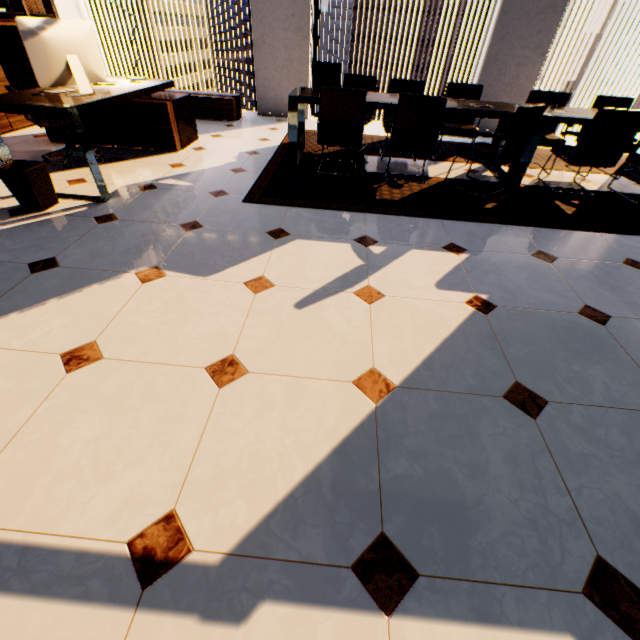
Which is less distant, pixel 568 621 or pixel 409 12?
pixel 568 621

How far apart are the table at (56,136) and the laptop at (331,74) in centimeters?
177cm

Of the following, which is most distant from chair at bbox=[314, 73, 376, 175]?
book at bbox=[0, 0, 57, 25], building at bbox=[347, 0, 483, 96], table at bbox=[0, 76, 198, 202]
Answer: building at bbox=[347, 0, 483, 96]

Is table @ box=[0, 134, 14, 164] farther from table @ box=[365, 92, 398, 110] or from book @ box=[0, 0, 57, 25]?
table @ box=[365, 92, 398, 110]

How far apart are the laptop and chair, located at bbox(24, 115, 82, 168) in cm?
266

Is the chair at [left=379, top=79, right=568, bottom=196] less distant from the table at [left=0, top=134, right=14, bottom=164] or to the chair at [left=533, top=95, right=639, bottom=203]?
the chair at [left=533, top=95, right=639, bottom=203]

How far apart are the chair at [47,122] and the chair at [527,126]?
3.3 meters

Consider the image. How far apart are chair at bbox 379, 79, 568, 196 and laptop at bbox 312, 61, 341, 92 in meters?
0.6 m
